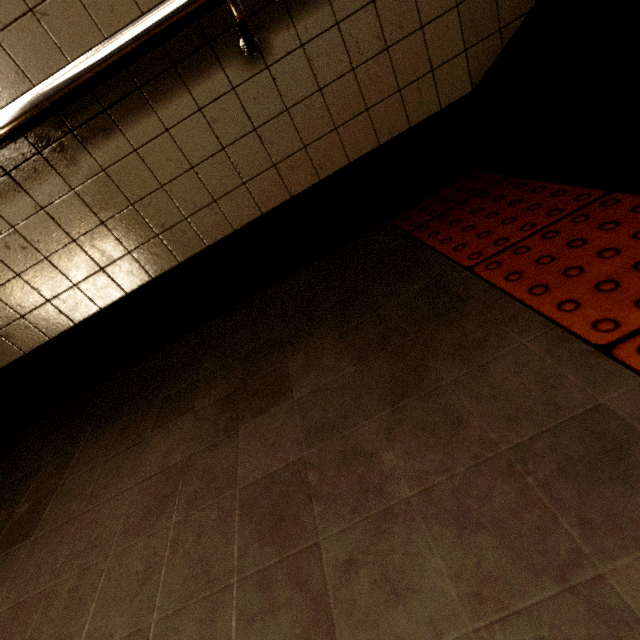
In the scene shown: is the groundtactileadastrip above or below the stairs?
below

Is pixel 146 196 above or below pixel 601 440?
above

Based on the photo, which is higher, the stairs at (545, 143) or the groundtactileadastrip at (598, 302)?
the stairs at (545, 143)
